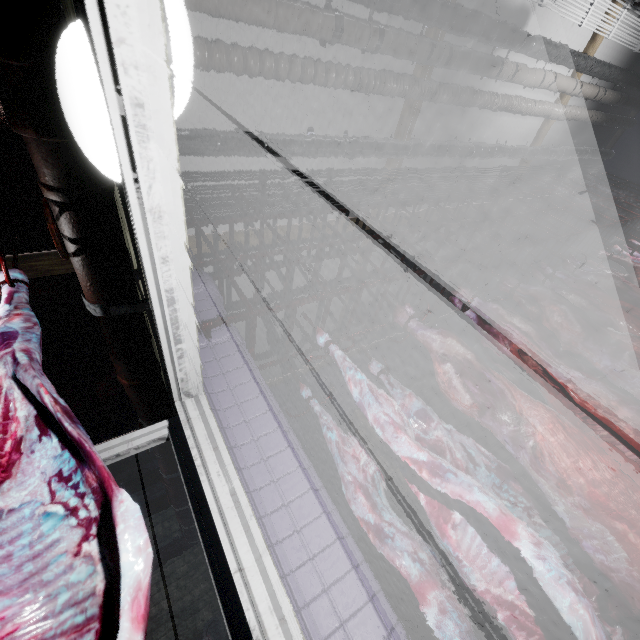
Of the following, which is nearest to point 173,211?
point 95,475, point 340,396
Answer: point 95,475

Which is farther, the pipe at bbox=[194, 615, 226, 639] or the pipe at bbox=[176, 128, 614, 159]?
the pipe at bbox=[194, 615, 226, 639]

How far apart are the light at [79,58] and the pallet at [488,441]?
3.77m

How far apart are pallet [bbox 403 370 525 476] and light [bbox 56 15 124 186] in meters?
3.8 m

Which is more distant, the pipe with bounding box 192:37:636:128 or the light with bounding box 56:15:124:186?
the pipe with bounding box 192:37:636:128

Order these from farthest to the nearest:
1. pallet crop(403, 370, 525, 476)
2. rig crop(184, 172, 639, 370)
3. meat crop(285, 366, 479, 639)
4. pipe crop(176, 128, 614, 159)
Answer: pallet crop(403, 370, 525, 476), pipe crop(176, 128, 614, 159), rig crop(184, 172, 639, 370), meat crop(285, 366, 479, 639)

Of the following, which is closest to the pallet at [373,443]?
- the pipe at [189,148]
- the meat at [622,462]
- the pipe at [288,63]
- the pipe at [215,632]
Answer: the meat at [622,462]

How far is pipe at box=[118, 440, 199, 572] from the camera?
2.4 meters
